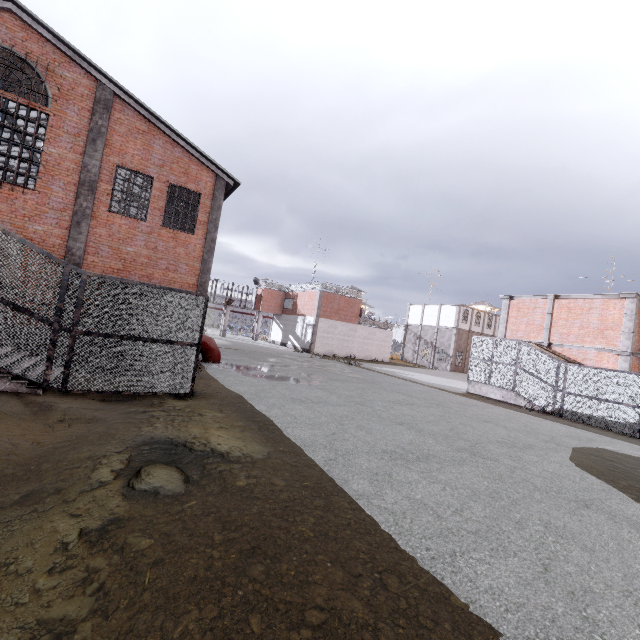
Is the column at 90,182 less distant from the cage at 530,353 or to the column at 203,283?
the column at 203,283

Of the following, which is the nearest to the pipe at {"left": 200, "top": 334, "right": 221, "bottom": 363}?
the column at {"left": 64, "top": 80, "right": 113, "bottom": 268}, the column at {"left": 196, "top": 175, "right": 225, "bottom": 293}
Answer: the column at {"left": 196, "top": 175, "right": 225, "bottom": 293}

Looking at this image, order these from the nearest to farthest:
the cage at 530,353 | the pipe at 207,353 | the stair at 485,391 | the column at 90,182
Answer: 1. the column at 90,182
2. the cage at 530,353
3. the pipe at 207,353
4. the stair at 485,391

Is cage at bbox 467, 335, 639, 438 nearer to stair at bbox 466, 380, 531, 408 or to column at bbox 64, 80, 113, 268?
stair at bbox 466, 380, 531, 408

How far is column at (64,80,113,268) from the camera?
12.5 meters

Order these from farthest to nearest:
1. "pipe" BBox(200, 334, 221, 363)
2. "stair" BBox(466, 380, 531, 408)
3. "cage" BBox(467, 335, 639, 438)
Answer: "stair" BBox(466, 380, 531, 408), "pipe" BBox(200, 334, 221, 363), "cage" BBox(467, 335, 639, 438)

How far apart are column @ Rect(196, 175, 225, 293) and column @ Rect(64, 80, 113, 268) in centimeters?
427cm

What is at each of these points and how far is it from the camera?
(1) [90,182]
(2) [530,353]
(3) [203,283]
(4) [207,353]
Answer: (1) column, 12.73m
(2) cage, 18.52m
(3) column, 15.13m
(4) pipe, 16.56m
